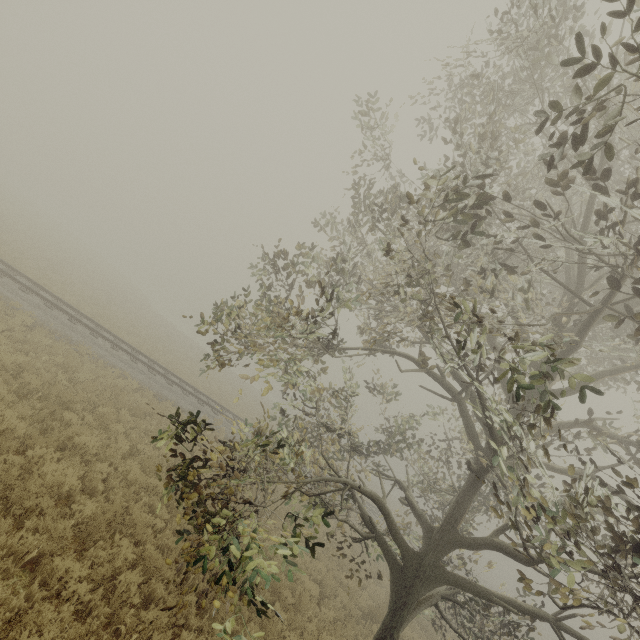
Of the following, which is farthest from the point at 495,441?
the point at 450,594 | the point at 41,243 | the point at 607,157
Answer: the point at 41,243
